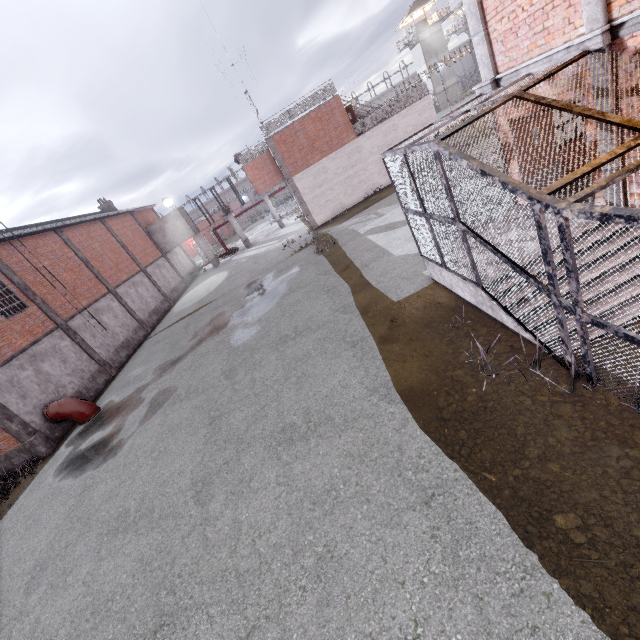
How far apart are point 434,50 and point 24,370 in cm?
6818

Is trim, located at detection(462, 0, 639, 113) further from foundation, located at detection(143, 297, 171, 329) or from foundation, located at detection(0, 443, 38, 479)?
foundation, located at detection(143, 297, 171, 329)

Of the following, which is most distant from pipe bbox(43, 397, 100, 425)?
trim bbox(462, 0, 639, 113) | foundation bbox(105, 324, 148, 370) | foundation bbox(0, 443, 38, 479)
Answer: trim bbox(462, 0, 639, 113)

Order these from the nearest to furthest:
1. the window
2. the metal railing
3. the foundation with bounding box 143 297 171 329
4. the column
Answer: the column, the window, the metal railing, the foundation with bounding box 143 297 171 329

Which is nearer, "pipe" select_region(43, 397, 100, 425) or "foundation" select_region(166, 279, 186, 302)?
"pipe" select_region(43, 397, 100, 425)

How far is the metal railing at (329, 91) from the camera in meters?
22.5

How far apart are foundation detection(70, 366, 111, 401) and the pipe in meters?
0.1

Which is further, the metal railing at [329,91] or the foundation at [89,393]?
the metal railing at [329,91]
